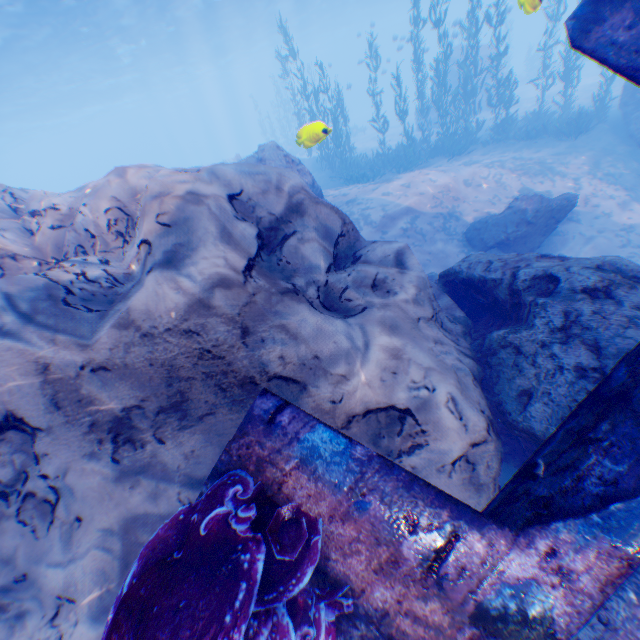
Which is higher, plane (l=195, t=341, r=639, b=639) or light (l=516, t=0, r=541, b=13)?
light (l=516, t=0, r=541, b=13)

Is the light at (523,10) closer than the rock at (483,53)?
Yes

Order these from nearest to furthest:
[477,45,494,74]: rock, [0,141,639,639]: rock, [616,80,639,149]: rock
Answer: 1. [0,141,639,639]: rock
2. [616,80,639,149]: rock
3. [477,45,494,74]: rock

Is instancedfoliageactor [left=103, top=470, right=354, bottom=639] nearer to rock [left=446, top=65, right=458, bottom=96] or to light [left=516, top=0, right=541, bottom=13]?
rock [left=446, top=65, right=458, bottom=96]

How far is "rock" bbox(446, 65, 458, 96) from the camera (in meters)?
24.23

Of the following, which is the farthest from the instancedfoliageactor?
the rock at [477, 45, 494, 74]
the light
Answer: the light

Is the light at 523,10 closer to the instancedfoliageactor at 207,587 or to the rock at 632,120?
the rock at 632,120

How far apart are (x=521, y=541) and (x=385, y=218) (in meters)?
10.39
